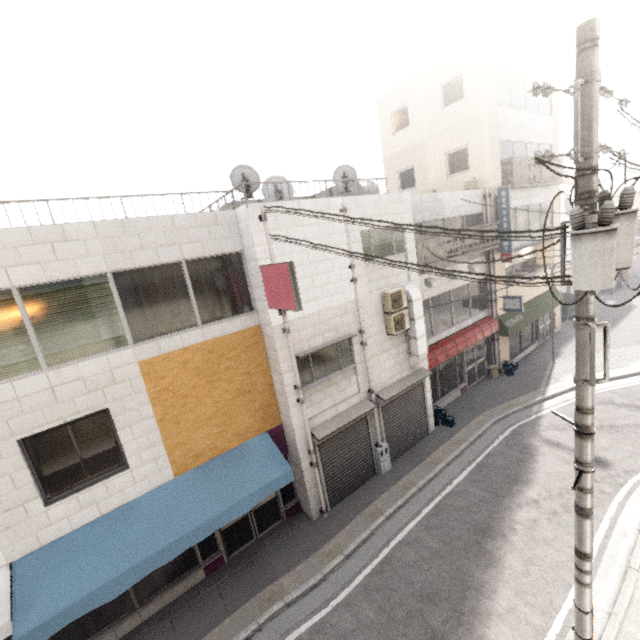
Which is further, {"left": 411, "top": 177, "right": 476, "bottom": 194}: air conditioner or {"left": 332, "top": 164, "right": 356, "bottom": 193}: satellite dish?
{"left": 411, "top": 177, "right": 476, "bottom": 194}: air conditioner

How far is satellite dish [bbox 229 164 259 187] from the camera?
7.46m

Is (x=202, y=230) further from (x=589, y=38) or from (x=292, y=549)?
(x=292, y=549)

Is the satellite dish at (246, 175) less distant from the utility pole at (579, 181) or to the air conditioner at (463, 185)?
the utility pole at (579, 181)

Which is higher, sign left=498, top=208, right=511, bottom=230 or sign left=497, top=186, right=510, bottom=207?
sign left=497, top=186, right=510, bottom=207

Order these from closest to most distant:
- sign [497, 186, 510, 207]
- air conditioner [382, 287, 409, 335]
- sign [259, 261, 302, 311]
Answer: sign [259, 261, 302, 311]
air conditioner [382, 287, 409, 335]
sign [497, 186, 510, 207]

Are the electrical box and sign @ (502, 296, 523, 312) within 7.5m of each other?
no

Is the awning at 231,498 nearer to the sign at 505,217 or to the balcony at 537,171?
the sign at 505,217
